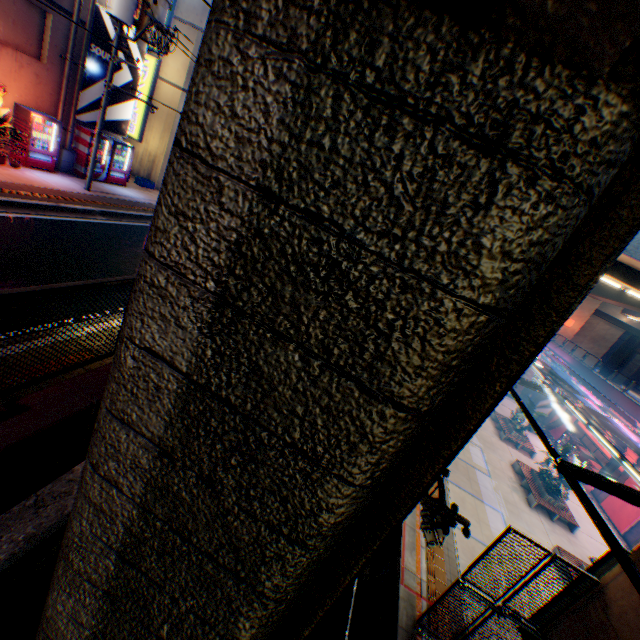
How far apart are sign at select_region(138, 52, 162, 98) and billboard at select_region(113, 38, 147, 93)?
3.17m

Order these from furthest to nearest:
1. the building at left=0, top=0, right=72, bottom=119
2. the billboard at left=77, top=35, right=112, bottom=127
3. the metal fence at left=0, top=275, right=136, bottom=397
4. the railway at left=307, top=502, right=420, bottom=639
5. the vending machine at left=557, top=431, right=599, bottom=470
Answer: the vending machine at left=557, top=431, right=599, bottom=470 < the billboard at left=77, top=35, right=112, bottom=127 < the building at left=0, top=0, right=72, bottom=119 < the railway at left=307, top=502, right=420, bottom=639 < the metal fence at left=0, top=275, right=136, bottom=397

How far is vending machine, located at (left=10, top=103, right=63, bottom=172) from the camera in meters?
12.0 m

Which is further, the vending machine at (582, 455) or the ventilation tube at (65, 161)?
the vending machine at (582, 455)

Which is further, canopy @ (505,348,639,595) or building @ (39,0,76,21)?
building @ (39,0,76,21)

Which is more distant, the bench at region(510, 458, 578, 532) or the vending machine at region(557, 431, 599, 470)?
the vending machine at region(557, 431, 599, 470)

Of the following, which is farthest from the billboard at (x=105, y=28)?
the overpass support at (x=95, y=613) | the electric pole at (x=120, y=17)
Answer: the overpass support at (x=95, y=613)

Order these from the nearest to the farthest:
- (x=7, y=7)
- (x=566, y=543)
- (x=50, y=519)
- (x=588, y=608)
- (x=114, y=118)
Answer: (x=50, y=519) → (x=588, y=608) → (x=7, y=7) → (x=114, y=118) → (x=566, y=543)
